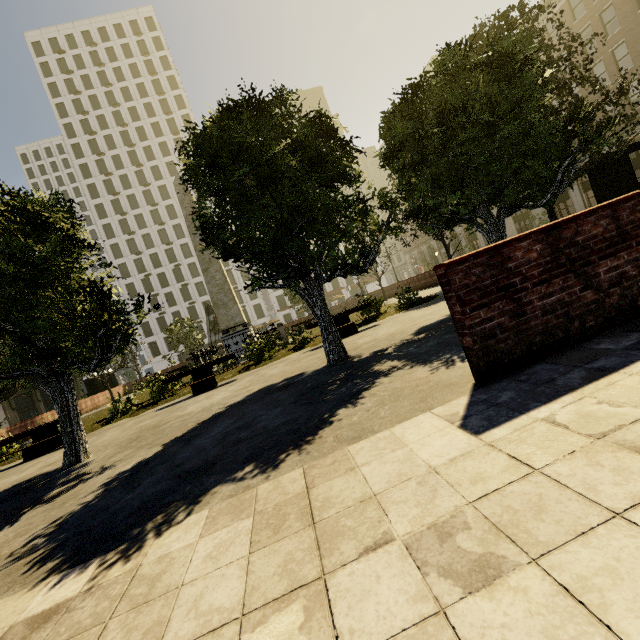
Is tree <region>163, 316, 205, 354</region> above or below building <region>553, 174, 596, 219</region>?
above

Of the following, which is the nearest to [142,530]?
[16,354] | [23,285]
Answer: [23,285]

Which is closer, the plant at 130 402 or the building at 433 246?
the plant at 130 402

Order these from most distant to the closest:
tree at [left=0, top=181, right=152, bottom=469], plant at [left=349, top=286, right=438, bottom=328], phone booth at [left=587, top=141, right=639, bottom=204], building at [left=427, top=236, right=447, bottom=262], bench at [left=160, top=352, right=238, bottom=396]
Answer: building at [left=427, top=236, right=447, bottom=262], plant at [left=349, top=286, right=438, bottom=328], bench at [left=160, top=352, right=238, bottom=396], phone booth at [left=587, top=141, right=639, bottom=204], tree at [left=0, top=181, right=152, bottom=469]

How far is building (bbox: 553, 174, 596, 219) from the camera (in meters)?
31.25

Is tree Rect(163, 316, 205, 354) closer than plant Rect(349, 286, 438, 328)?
No

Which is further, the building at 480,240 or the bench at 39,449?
the building at 480,240
